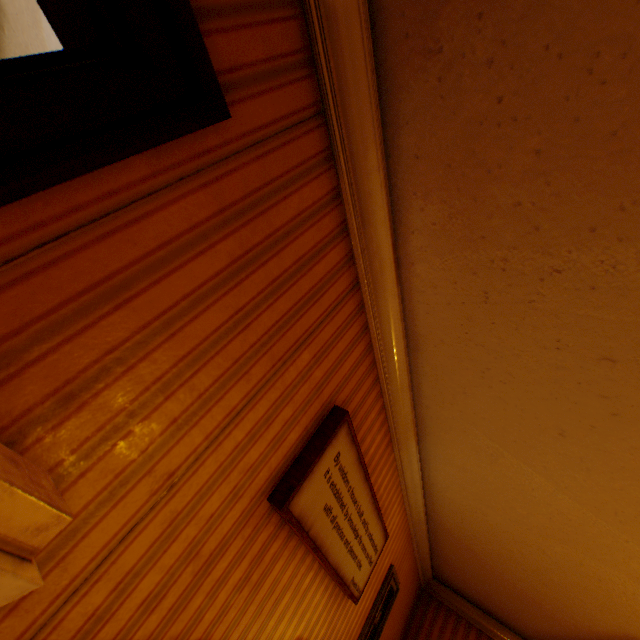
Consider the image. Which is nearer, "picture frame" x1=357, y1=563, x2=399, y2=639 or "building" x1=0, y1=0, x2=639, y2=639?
"building" x1=0, y1=0, x2=639, y2=639

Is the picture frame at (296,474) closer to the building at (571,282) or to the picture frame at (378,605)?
the building at (571,282)

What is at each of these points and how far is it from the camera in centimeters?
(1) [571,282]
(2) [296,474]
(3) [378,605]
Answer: (1) building, 134cm
(2) picture frame, 157cm
(3) picture frame, 343cm

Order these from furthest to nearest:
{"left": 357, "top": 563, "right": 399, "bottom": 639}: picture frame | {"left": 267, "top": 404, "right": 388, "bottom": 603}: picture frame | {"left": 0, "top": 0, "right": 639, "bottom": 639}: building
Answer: {"left": 357, "top": 563, "right": 399, "bottom": 639}: picture frame → {"left": 267, "top": 404, "right": 388, "bottom": 603}: picture frame → {"left": 0, "top": 0, "right": 639, "bottom": 639}: building

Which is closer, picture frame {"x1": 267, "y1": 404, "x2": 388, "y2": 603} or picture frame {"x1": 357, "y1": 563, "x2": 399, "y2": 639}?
picture frame {"x1": 267, "y1": 404, "x2": 388, "y2": 603}

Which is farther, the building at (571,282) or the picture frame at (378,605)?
the picture frame at (378,605)

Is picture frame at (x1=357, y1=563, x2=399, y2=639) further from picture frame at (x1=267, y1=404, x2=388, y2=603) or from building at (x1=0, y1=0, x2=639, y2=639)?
picture frame at (x1=267, y1=404, x2=388, y2=603)
